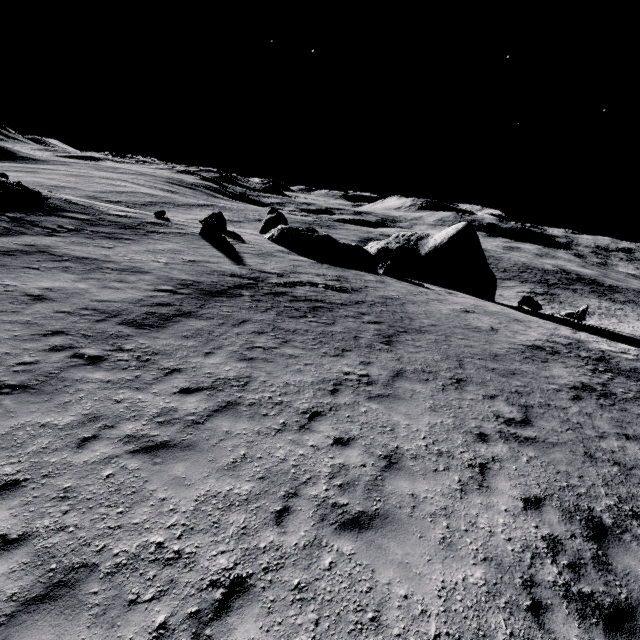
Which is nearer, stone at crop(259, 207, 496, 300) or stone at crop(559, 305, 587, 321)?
stone at crop(559, 305, 587, 321)

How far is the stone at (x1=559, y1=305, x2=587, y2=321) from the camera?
27.87m

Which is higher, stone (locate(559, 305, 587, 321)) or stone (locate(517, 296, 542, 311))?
stone (locate(517, 296, 542, 311))

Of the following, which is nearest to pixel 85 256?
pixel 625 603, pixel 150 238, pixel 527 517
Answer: pixel 150 238

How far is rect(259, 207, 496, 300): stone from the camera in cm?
2877

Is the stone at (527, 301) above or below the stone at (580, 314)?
above

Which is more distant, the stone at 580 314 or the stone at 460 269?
the stone at 460 269
